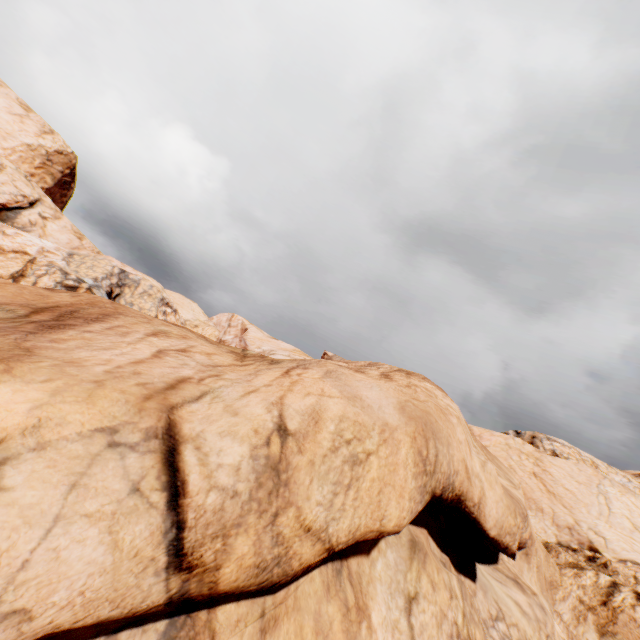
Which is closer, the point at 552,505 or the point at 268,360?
the point at 268,360
